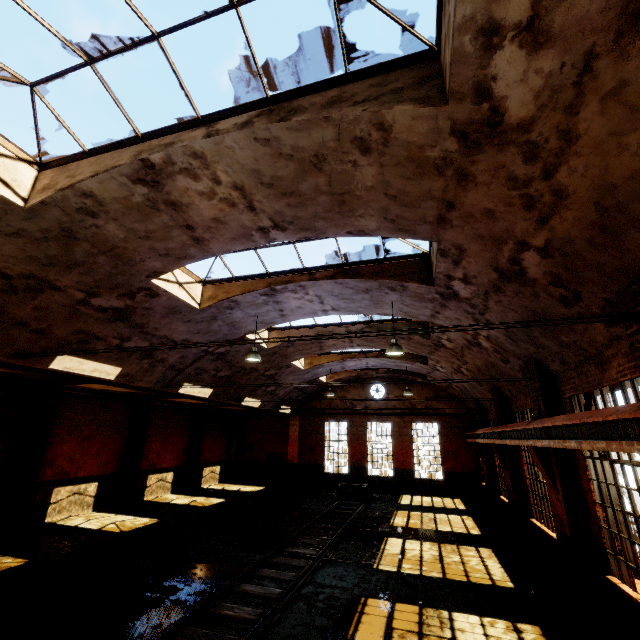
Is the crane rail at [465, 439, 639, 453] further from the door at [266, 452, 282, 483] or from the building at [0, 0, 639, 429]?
the door at [266, 452, 282, 483]

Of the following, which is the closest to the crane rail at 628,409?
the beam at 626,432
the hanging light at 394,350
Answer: the beam at 626,432

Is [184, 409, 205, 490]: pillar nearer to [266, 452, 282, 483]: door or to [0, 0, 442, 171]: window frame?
[266, 452, 282, 483]: door

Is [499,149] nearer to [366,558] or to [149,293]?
[149,293]

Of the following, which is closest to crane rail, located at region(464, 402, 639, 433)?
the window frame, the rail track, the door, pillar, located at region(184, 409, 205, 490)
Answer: the window frame

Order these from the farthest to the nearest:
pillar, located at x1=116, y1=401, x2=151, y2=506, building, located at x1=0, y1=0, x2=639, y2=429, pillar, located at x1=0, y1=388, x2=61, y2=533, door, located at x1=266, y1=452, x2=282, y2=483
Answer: door, located at x1=266, y1=452, x2=282, y2=483, pillar, located at x1=116, y1=401, x2=151, y2=506, pillar, located at x1=0, y1=388, x2=61, y2=533, building, located at x1=0, y1=0, x2=639, y2=429

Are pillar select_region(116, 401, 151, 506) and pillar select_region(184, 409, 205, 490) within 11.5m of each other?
yes

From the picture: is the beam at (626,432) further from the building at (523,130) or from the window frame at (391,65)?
the window frame at (391,65)
